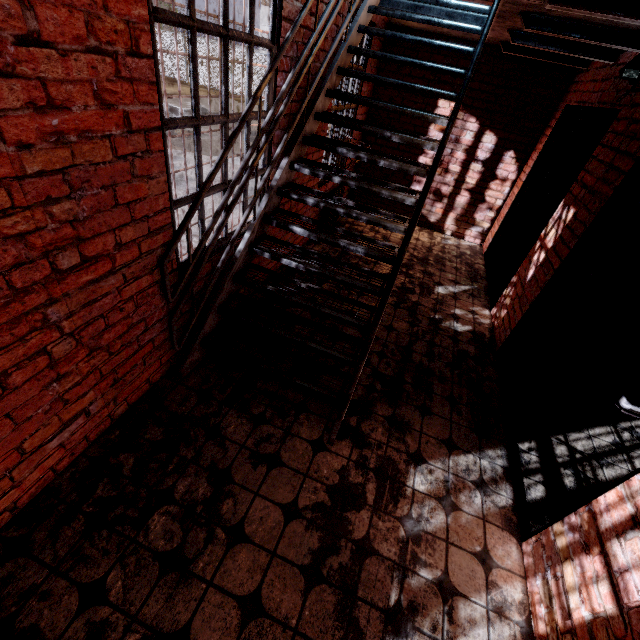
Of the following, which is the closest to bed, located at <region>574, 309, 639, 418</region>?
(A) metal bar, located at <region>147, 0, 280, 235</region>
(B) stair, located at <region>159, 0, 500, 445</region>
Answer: (B) stair, located at <region>159, 0, 500, 445</region>

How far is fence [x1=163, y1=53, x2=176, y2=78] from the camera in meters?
24.4

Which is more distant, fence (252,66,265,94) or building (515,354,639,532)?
fence (252,66,265,94)

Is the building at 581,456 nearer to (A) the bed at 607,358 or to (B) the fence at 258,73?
(A) the bed at 607,358

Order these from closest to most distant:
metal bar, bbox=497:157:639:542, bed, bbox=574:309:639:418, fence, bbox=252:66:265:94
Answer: metal bar, bbox=497:157:639:542, bed, bbox=574:309:639:418, fence, bbox=252:66:265:94

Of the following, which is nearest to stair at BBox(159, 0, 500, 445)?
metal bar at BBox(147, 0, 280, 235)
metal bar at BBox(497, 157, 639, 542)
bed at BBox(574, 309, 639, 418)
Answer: metal bar at BBox(147, 0, 280, 235)

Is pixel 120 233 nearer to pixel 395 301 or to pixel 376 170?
pixel 395 301

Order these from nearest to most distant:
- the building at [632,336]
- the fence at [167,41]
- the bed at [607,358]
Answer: the bed at [607,358]
the building at [632,336]
the fence at [167,41]
